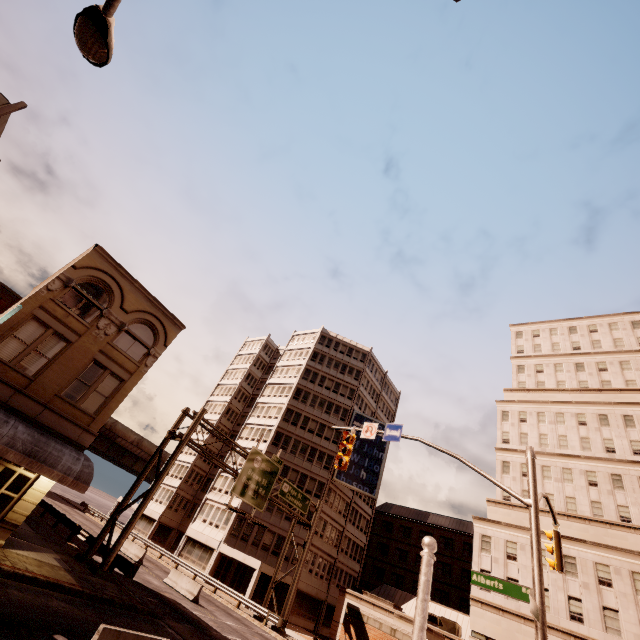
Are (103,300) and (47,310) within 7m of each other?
yes

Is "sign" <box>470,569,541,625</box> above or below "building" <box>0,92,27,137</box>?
below

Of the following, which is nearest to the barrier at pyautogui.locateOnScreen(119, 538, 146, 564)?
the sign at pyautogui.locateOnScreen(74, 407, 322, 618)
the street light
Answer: the sign at pyautogui.locateOnScreen(74, 407, 322, 618)

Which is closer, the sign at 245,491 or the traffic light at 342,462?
the traffic light at 342,462

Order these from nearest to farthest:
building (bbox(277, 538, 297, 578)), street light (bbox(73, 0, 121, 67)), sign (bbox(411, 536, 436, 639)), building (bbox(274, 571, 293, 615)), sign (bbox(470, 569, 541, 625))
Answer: sign (bbox(411, 536, 436, 639)) < street light (bbox(73, 0, 121, 67)) < sign (bbox(470, 569, 541, 625)) < building (bbox(274, 571, 293, 615)) < building (bbox(277, 538, 297, 578))

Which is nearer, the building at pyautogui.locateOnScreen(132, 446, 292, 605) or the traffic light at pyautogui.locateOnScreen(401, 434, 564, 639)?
the traffic light at pyautogui.locateOnScreen(401, 434, 564, 639)

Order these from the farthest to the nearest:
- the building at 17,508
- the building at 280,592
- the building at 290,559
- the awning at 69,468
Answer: the building at 290,559 → the building at 280,592 → the building at 17,508 → the awning at 69,468

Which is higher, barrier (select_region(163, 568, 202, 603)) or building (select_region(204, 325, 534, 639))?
building (select_region(204, 325, 534, 639))
